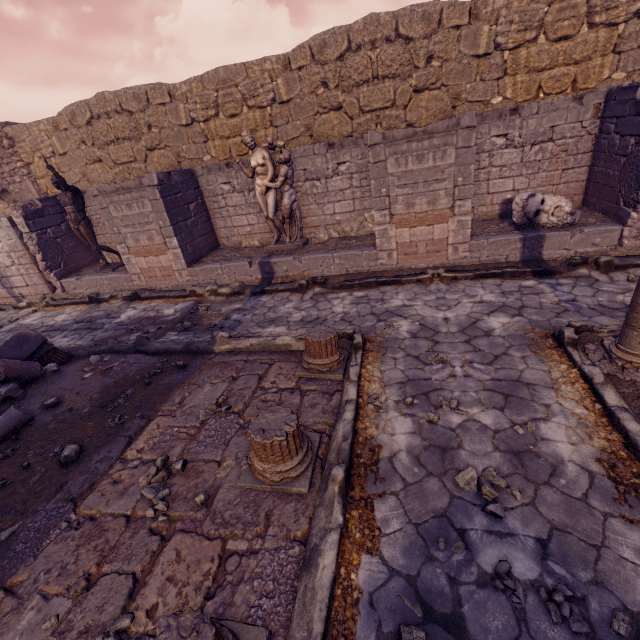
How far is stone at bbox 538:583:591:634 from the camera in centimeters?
192cm

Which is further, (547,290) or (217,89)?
(217,89)

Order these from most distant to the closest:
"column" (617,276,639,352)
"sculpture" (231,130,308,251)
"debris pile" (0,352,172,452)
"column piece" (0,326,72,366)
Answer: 1. "sculpture" (231,130,308,251)
2. "column piece" (0,326,72,366)
3. "debris pile" (0,352,172,452)
4. "column" (617,276,639,352)

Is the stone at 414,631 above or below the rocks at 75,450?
below

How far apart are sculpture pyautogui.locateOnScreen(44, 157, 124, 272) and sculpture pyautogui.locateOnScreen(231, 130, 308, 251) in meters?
4.5

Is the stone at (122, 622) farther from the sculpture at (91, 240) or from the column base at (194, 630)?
the sculpture at (91, 240)

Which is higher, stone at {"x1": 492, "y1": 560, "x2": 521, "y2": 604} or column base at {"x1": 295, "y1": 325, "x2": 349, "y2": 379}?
column base at {"x1": 295, "y1": 325, "x2": 349, "y2": 379}

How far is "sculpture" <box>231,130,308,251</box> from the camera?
7.4 meters
